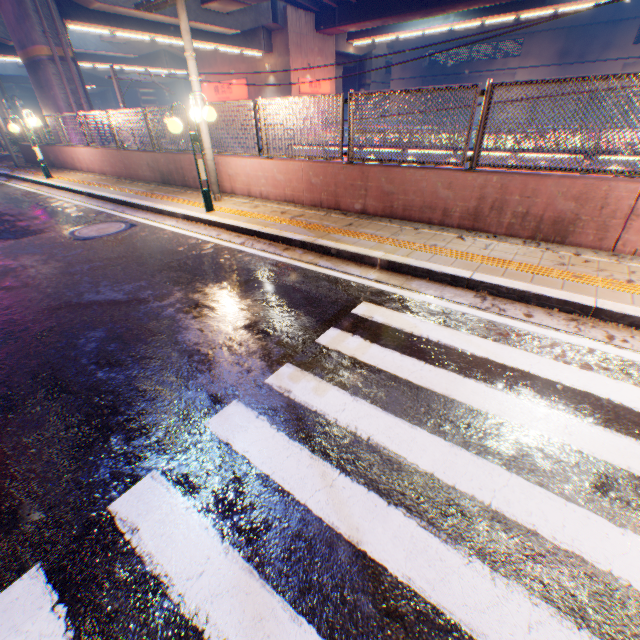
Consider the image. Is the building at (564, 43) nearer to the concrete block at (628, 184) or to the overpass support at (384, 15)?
the overpass support at (384, 15)

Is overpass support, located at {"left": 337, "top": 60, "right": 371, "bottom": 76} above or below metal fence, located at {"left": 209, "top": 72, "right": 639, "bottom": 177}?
above

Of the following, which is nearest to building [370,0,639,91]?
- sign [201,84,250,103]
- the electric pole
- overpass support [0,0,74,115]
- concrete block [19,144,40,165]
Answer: overpass support [0,0,74,115]

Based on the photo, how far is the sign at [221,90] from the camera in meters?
29.8 m

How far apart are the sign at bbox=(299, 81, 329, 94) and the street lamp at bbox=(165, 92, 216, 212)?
25.30m

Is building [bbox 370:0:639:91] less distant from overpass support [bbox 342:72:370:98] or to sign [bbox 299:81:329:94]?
overpass support [bbox 342:72:370:98]

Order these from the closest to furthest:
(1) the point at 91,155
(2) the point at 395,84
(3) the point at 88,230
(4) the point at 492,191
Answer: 1. (4) the point at 492,191
2. (3) the point at 88,230
3. (1) the point at 91,155
4. (2) the point at 395,84
